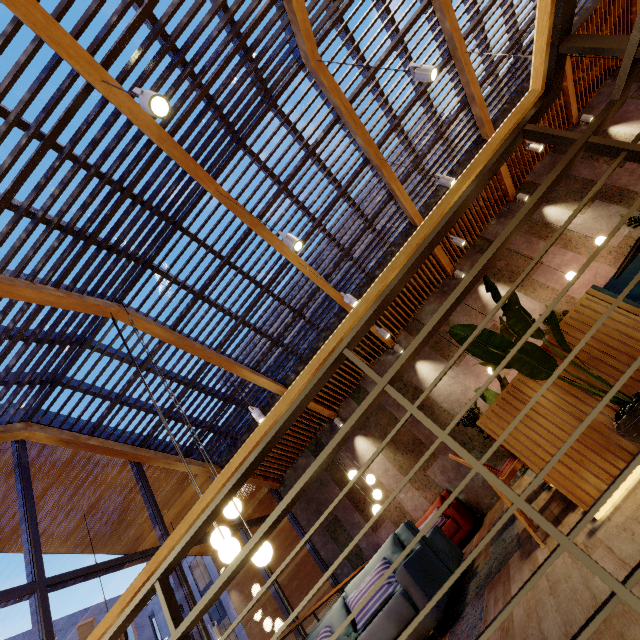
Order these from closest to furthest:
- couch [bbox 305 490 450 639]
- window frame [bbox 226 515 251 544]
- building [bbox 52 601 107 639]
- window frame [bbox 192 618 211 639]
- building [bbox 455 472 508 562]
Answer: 1. couch [bbox 305 490 450 639]
2. window frame [bbox 192 618 211 639]
3. building [bbox 455 472 508 562]
4. window frame [bbox 226 515 251 544]
5. building [bbox 52 601 107 639]

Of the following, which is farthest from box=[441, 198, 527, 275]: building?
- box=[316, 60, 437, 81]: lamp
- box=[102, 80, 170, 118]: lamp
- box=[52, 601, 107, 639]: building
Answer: box=[52, 601, 107, 639]: building

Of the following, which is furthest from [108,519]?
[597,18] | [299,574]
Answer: [597,18]

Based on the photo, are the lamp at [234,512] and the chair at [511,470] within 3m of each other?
Result: yes

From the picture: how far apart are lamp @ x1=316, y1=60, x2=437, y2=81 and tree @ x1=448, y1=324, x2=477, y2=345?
3.15m

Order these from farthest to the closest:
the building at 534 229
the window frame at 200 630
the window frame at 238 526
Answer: the building at 534 229, the window frame at 238 526, the window frame at 200 630

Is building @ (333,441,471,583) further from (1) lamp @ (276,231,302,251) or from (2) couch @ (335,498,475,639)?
(1) lamp @ (276,231,302,251)

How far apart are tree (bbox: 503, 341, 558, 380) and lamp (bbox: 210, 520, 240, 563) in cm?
246
